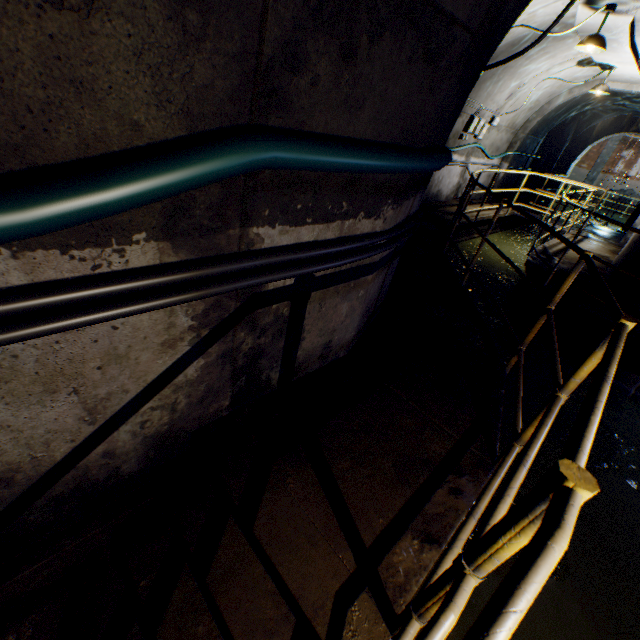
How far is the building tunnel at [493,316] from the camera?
5.41m

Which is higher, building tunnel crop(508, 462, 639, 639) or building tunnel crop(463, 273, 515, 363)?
building tunnel crop(463, 273, 515, 363)

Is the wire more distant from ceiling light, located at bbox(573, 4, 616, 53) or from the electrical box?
ceiling light, located at bbox(573, 4, 616, 53)

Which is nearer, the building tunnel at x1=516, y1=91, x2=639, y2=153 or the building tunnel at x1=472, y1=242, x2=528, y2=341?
the building tunnel at x1=472, y1=242, x2=528, y2=341

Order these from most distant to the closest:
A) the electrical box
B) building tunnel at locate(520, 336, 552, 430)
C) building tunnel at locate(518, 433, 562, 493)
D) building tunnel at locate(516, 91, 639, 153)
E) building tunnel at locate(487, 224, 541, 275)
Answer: building tunnel at locate(516, 91, 639, 153), building tunnel at locate(487, 224, 541, 275), the electrical box, building tunnel at locate(520, 336, 552, 430), building tunnel at locate(518, 433, 562, 493)

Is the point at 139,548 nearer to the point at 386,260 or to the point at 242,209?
the point at 242,209

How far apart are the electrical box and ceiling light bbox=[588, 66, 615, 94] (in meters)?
2.25

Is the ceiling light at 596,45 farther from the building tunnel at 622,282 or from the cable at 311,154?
the cable at 311,154
